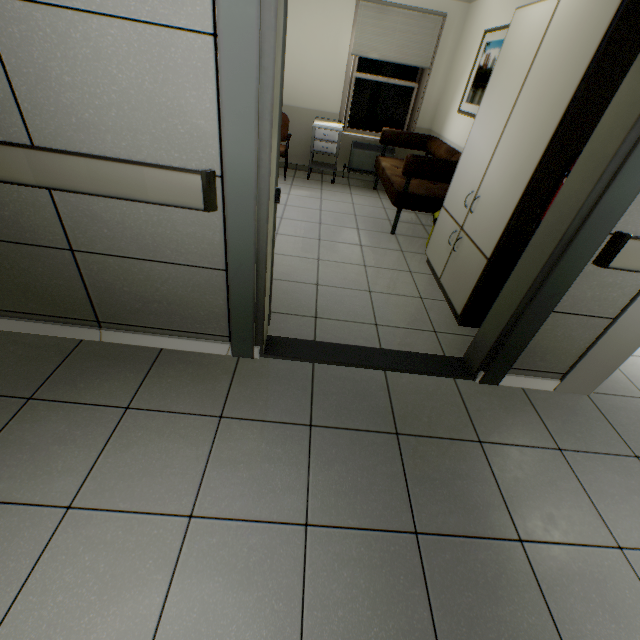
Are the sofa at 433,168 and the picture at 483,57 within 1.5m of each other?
yes

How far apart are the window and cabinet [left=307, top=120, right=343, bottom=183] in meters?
0.7

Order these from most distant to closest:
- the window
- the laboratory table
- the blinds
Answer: the window → the blinds → the laboratory table

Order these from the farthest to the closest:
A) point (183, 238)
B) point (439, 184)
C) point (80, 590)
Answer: point (439, 184)
point (183, 238)
point (80, 590)

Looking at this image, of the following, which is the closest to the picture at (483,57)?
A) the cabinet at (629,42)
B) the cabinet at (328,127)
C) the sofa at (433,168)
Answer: the sofa at (433,168)

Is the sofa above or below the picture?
below

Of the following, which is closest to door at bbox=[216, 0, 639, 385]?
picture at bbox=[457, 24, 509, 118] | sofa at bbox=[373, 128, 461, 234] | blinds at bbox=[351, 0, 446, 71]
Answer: sofa at bbox=[373, 128, 461, 234]

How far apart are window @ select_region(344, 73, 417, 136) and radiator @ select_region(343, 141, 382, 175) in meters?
0.2 m
